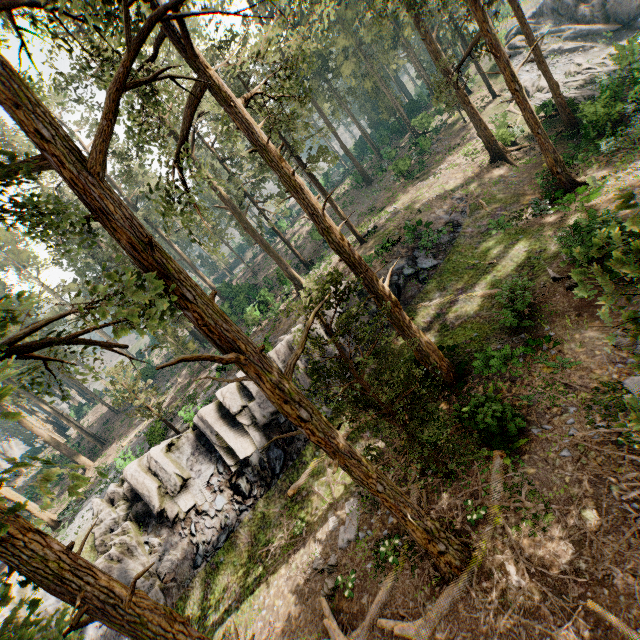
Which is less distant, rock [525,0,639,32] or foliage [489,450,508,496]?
foliage [489,450,508,496]

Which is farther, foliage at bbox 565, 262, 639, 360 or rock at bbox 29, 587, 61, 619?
rock at bbox 29, 587, 61, 619

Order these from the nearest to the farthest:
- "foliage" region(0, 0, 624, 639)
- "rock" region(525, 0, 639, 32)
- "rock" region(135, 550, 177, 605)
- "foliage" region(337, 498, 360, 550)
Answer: "foliage" region(0, 0, 624, 639) < "foliage" region(337, 498, 360, 550) < "rock" region(135, 550, 177, 605) < "rock" region(525, 0, 639, 32)

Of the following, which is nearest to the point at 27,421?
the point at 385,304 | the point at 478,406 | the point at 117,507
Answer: the point at 117,507

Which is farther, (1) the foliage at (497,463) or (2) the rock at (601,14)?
(2) the rock at (601,14)

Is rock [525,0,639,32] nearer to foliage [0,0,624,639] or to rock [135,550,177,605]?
foliage [0,0,624,639]

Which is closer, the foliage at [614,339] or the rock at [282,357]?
the foliage at [614,339]

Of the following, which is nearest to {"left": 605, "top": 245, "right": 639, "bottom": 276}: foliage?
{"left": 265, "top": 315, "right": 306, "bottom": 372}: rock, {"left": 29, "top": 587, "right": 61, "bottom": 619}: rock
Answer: {"left": 29, "top": 587, "right": 61, "bottom": 619}: rock
